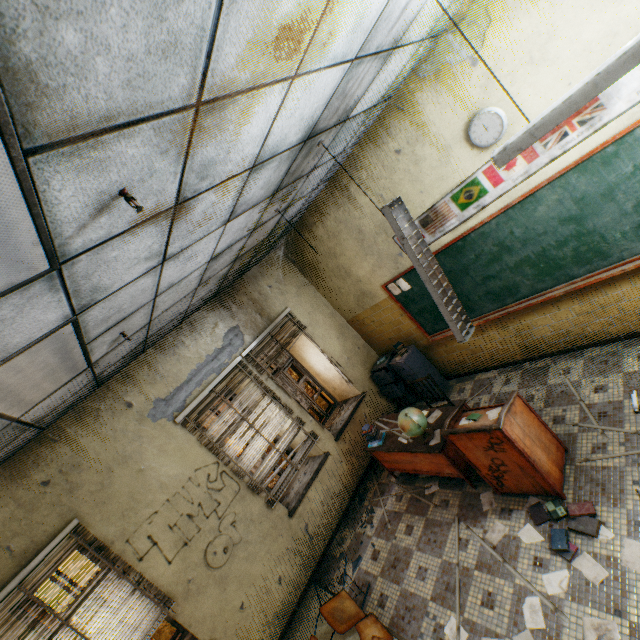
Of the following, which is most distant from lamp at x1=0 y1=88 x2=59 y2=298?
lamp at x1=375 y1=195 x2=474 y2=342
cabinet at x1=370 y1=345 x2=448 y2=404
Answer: cabinet at x1=370 y1=345 x2=448 y2=404

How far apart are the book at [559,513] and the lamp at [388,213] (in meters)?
1.73

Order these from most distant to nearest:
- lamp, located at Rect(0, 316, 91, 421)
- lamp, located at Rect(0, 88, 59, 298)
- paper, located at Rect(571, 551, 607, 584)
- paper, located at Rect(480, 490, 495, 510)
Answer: paper, located at Rect(480, 490, 495, 510)
paper, located at Rect(571, 551, 607, 584)
lamp, located at Rect(0, 316, 91, 421)
lamp, located at Rect(0, 88, 59, 298)

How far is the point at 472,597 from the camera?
3.0 meters

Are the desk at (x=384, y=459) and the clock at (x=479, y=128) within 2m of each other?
no

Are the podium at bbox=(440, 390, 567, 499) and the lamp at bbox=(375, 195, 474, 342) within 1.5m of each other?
yes

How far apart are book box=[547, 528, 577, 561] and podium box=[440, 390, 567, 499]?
0.1 meters

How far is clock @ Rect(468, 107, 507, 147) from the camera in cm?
319
